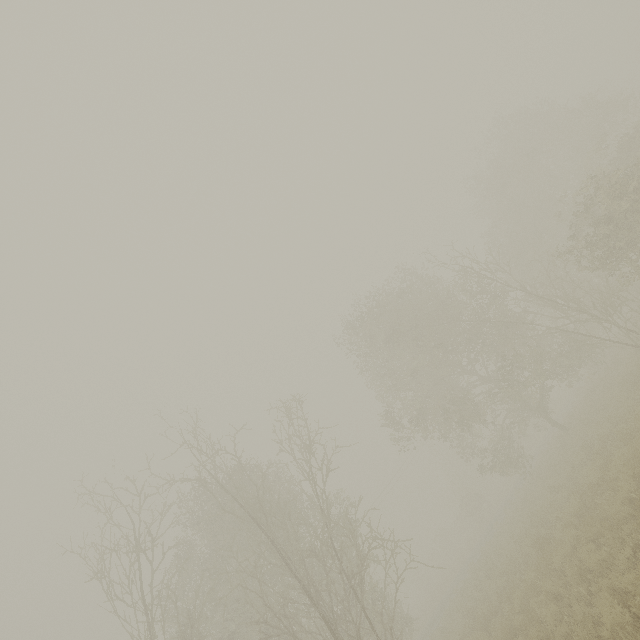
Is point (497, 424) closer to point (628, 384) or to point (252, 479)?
point (628, 384)

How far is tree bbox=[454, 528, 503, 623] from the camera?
14.6m

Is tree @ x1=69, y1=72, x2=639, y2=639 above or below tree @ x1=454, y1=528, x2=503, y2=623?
above

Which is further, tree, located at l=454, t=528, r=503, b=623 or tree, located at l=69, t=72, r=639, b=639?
tree, located at l=454, t=528, r=503, b=623

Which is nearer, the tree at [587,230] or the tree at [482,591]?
the tree at [587,230]

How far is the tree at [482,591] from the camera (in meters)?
14.57
